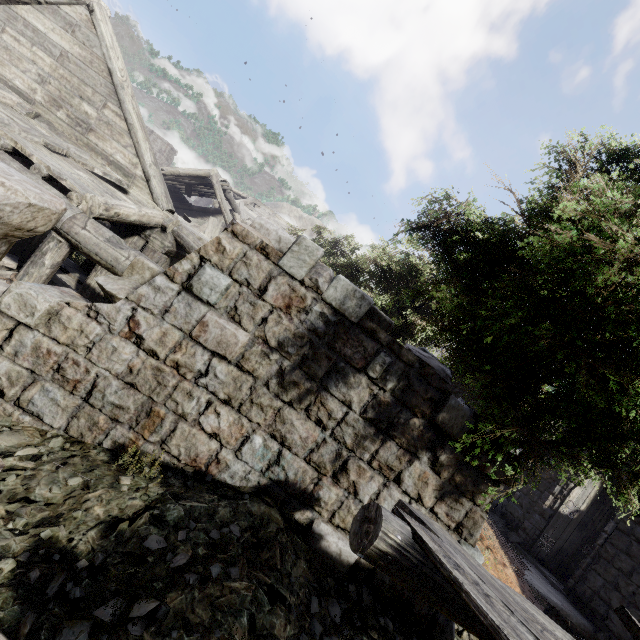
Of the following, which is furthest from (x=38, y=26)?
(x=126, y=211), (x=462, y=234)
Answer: (x=462, y=234)

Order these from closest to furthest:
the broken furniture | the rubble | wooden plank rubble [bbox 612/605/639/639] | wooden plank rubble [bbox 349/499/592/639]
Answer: wooden plank rubble [bbox 349/499/592/639], wooden plank rubble [bbox 612/605/639/639], the rubble, the broken furniture

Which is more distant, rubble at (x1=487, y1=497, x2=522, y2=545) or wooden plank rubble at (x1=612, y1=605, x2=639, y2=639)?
rubble at (x1=487, y1=497, x2=522, y2=545)

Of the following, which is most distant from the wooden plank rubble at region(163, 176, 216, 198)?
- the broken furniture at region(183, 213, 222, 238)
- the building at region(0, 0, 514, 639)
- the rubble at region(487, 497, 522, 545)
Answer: the rubble at region(487, 497, 522, 545)

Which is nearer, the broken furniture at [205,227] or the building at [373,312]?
the building at [373,312]

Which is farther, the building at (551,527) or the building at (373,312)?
the building at (551,527)

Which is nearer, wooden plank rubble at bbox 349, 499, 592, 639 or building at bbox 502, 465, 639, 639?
wooden plank rubble at bbox 349, 499, 592, 639

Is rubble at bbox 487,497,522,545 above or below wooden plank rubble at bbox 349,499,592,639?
below
